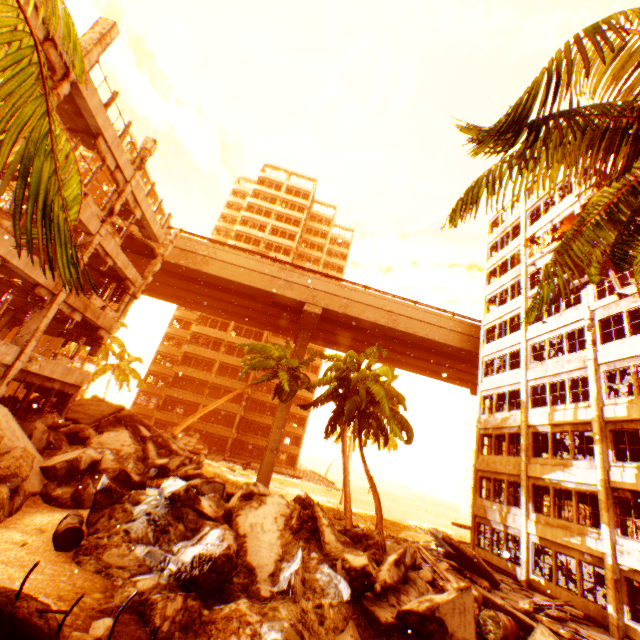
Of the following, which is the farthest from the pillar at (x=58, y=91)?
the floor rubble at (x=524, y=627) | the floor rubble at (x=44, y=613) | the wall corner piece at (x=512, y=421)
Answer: the floor rubble at (x=524, y=627)

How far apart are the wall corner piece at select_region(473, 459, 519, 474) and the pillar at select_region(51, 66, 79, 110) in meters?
27.7

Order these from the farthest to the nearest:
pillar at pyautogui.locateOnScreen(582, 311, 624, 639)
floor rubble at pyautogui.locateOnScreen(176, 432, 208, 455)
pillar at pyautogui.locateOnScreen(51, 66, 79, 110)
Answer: floor rubble at pyautogui.locateOnScreen(176, 432, 208, 455), pillar at pyautogui.locateOnScreen(582, 311, 624, 639), pillar at pyautogui.locateOnScreen(51, 66, 79, 110)

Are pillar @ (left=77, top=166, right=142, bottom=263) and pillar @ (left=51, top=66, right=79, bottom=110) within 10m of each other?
yes

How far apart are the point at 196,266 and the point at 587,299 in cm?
2947

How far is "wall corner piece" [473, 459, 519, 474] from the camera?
20.50m

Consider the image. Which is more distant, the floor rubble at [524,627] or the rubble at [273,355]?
the rubble at [273,355]

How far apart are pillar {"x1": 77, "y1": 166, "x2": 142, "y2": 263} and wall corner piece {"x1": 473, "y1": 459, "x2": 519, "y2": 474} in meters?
26.1
